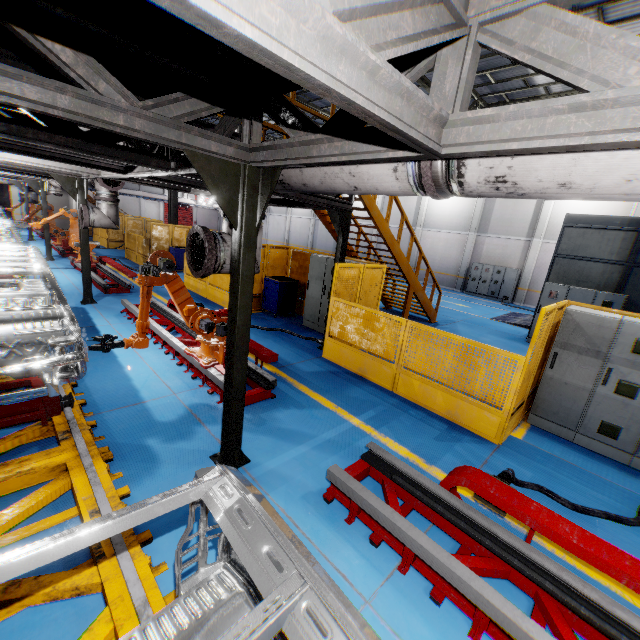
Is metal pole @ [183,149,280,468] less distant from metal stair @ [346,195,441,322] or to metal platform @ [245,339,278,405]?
metal platform @ [245,339,278,405]

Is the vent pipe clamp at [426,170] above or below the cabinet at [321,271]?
above

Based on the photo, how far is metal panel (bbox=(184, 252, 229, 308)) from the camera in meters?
10.7

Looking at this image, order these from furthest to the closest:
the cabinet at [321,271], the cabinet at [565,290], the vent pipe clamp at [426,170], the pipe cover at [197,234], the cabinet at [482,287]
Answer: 1. the cabinet at [482,287]
2. the cabinet at [565,290]
3. the cabinet at [321,271]
4. the pipe cover at [197,234]
5. the vent pipe clamp at [426,170]

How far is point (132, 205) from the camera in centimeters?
3841cm

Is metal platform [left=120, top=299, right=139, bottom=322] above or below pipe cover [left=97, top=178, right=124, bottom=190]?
below

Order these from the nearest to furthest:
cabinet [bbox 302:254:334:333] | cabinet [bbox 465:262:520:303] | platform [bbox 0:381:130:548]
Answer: platform [bbox 0:381:130:548], cabinet [bbox 302:254:334:333], cabinet [bbox 465:262:520:303]

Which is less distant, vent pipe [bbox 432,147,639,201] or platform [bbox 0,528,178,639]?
vent pipe [bbox 432,147,639,201]
